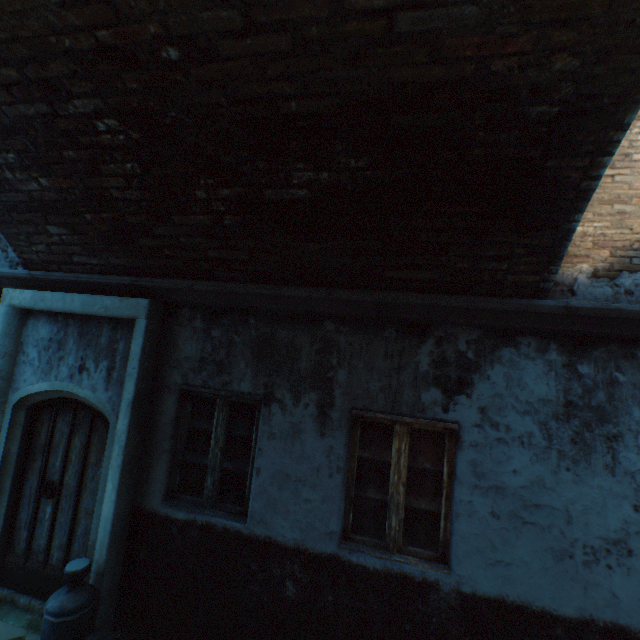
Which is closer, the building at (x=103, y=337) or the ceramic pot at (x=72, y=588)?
the building at (x=103, y=337)

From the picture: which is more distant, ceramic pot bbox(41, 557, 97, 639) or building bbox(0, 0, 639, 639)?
ceramic pot bbox(41, 557, 97, 639)

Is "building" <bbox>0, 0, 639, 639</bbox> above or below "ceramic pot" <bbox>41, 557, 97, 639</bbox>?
above

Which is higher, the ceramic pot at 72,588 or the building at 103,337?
the building at 103,337

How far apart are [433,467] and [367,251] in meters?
2.2
